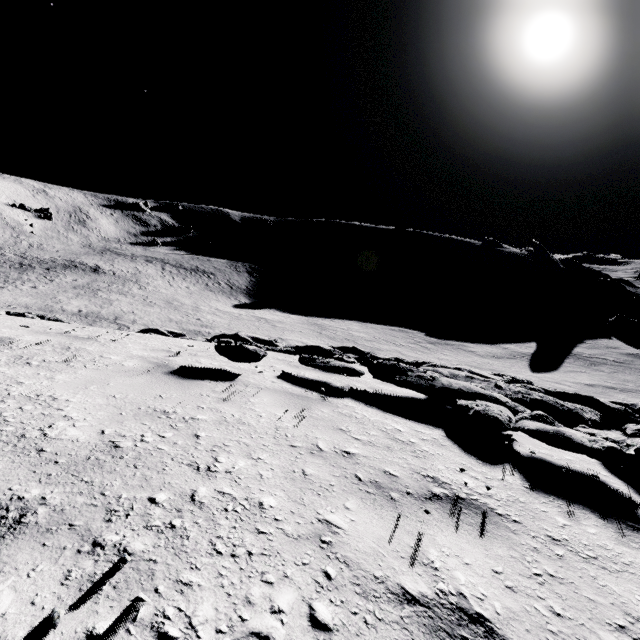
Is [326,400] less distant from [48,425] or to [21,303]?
[48,425]
